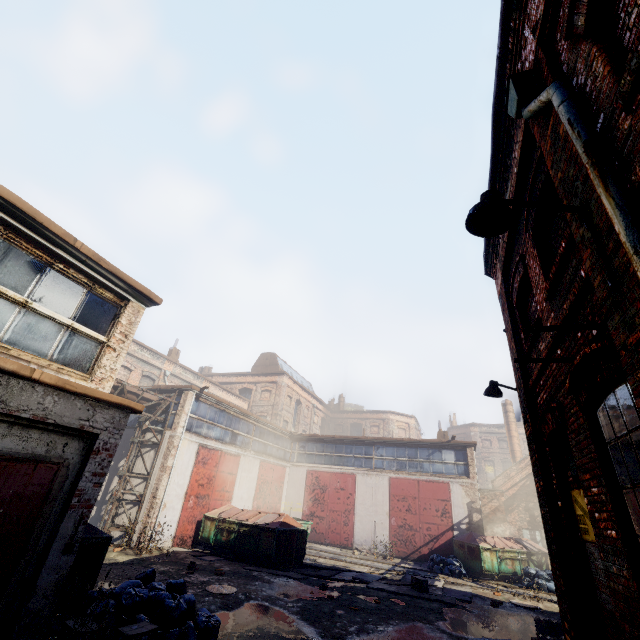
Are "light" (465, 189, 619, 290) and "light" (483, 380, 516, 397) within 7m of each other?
yes

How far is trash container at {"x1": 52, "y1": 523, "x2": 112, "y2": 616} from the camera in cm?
644

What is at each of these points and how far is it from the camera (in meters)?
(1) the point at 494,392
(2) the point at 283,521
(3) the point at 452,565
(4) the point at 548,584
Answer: (1) light, 7.49
(2) trash container, 13.59
(3) trash bag, 15.38
(4) trash bag, 14.29

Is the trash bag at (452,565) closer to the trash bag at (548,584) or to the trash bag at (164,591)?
the trash bag at (548,584)

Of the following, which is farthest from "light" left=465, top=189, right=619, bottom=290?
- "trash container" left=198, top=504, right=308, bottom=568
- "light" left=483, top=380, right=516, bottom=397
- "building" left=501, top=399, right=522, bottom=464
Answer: "building" left=501, top=399, right=522, bottom=464

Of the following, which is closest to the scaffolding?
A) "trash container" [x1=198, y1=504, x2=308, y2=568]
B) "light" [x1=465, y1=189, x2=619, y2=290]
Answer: "trash container" [x1=198, y1=504, x2=308, y2=568]

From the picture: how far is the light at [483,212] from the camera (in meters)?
2.59

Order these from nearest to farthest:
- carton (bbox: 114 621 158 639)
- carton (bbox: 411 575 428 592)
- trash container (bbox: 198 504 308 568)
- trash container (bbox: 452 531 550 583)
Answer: carton (bbox: 114 621 158 639), carton (bbox: 411 575 428 592), trash container (bbox: 198 504 308 568), trash container (bbox: 452 531 550 583)
